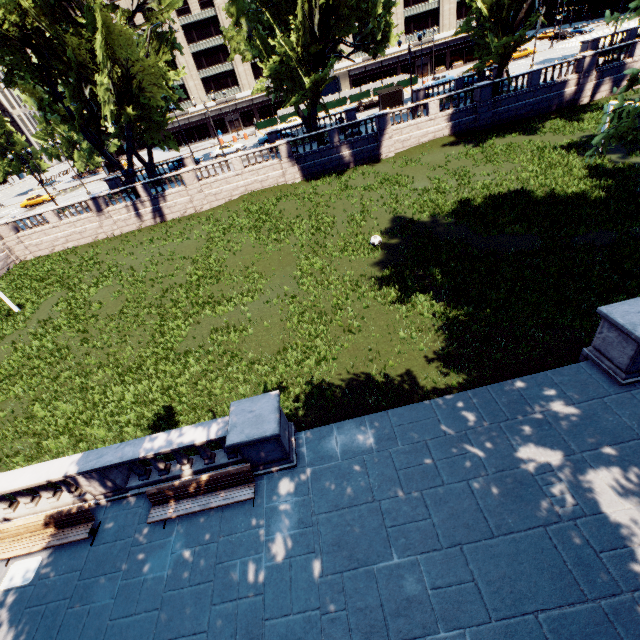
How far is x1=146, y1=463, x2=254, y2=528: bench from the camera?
8.5 meters

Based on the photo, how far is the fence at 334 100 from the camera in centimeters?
Answer: 5309cm

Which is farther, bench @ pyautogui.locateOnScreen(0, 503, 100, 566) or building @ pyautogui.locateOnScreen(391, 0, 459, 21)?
building @ pyautogui.locateOnScreen(391, 0, 459, 21)

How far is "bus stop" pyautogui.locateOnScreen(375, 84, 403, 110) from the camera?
42.44m

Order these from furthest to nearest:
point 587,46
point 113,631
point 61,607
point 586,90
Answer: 1. point 587,46
2. point 586,90
3. point 61,607
4. point 113,631

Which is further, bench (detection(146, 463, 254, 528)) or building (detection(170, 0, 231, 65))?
building (detection(170, 0, 231, 65))

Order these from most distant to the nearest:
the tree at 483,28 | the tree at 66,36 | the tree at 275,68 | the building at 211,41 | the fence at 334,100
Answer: the building at 211,41 < the fence at 334,100 < the tree at 483,28 < the tree at 275,68 < the tree at 66,36

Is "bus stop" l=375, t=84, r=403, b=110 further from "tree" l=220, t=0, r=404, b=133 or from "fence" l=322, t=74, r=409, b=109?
"fence" l=322, t=74, r=409, b=109
